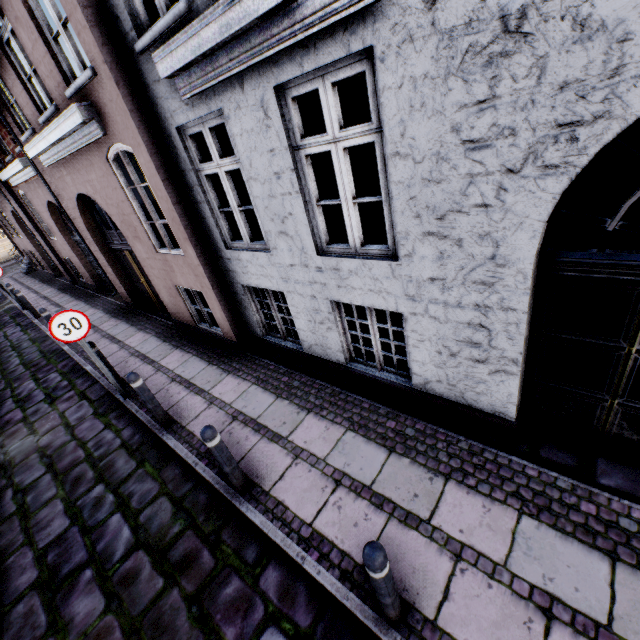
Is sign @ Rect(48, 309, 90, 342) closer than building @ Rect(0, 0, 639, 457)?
No

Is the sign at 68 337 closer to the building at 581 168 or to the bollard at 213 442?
the building at 581 168

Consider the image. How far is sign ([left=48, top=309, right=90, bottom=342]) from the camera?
4.98m

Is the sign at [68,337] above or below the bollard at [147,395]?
above

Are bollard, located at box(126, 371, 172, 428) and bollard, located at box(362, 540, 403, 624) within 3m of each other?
no

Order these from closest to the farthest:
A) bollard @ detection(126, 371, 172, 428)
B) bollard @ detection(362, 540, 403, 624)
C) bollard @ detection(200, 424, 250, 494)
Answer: bollard @ detection(362, 540, 403, 624), bollard @ detection(200, 424, 250, 494), bollard @ detection(126, 371, 172, 428)

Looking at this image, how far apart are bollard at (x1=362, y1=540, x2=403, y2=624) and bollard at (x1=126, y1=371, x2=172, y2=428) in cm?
383

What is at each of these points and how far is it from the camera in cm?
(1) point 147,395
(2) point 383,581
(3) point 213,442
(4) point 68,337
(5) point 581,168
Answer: (1) bollard, 471
(2) bollard, 212
(3) bollard, 332
(4) sign, 513
(5) building, 207
